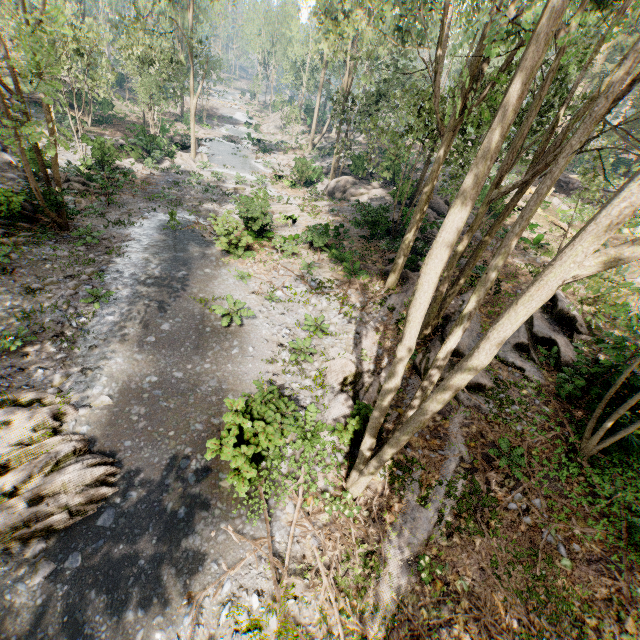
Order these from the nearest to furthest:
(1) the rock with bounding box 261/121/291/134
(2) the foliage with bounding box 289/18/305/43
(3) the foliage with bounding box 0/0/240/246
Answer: (3) the foliage with bounding box 0/0/240/246 → (2) the foliage with bounding box 289/18/305/43 → (1) the rock with bounding box 261/121/291/134

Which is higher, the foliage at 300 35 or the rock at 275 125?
the foliage at 300 35

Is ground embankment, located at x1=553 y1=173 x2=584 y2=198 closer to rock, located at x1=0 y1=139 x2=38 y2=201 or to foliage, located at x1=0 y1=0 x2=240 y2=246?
foliage, located at x1=0 y1=0 x2=240 y2=246

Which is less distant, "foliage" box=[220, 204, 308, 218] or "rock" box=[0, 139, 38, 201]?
"rock" box=[0, 139, 38, 201]

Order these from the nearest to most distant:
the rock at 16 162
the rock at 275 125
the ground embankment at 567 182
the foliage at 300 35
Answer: the rock at 16 162
the ground embankment at 567 182
the foliage at 300 35
the rock at 275 125

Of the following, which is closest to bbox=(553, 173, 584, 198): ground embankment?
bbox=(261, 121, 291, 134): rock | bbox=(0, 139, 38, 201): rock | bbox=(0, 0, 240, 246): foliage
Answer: bbox=(0, 0, 240, 246): foliage

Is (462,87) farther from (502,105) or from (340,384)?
(340,384)
